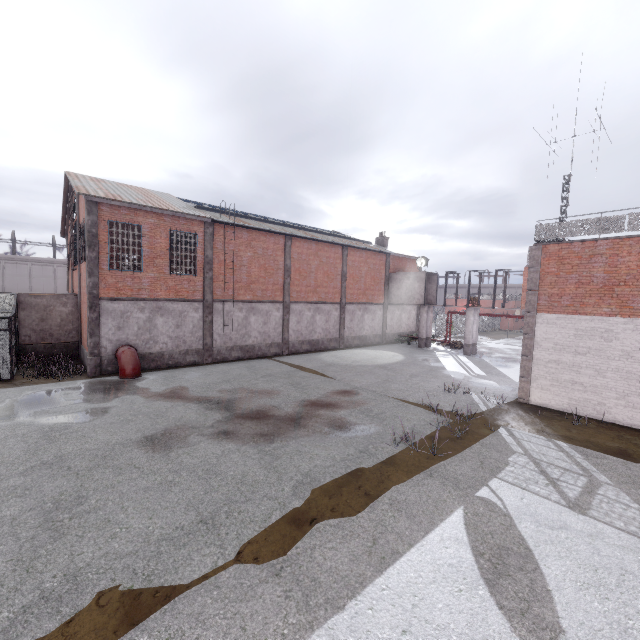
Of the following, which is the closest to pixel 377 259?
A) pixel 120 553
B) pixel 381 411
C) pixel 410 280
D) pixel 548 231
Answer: pixel 410 280

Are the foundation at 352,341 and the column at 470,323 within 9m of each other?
yes

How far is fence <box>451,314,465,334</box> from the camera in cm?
4128

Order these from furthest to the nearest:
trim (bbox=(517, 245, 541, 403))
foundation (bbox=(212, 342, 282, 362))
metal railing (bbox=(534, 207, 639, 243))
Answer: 1. foundation (bbox=(212, 342, 282, 362))
2. trim (bbox=(517, 245, 541, 403))
3. metal railing (bbox=(534, 207, 639, 243))

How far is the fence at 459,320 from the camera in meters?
41.3 m

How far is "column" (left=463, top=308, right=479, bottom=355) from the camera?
26.5m

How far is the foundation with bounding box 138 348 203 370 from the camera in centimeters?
1812cm

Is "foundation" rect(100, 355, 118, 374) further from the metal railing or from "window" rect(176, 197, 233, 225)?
the metal railing
